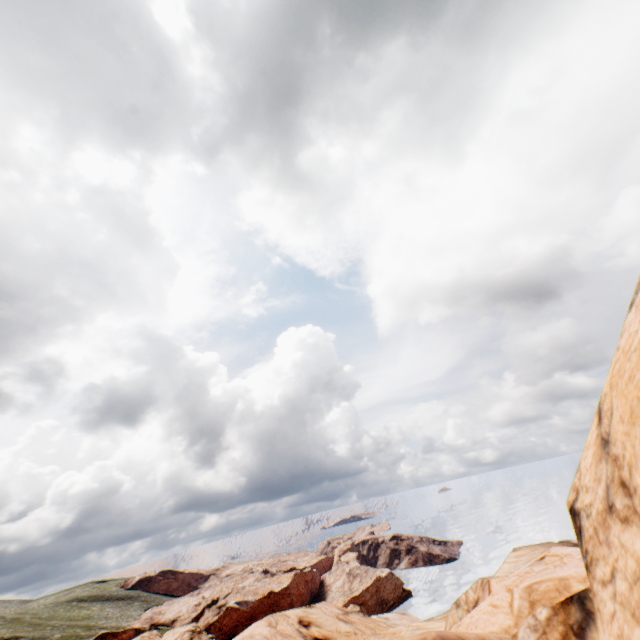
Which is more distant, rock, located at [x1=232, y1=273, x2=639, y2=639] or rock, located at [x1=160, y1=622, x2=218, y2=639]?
rock, located at [x1=160, y1=622, x2=218, y2=639]

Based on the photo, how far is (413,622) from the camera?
22.34m

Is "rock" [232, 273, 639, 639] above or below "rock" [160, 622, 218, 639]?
above

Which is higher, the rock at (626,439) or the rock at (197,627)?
the rock at (626,439)

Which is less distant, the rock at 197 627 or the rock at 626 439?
the rock at 626 439
